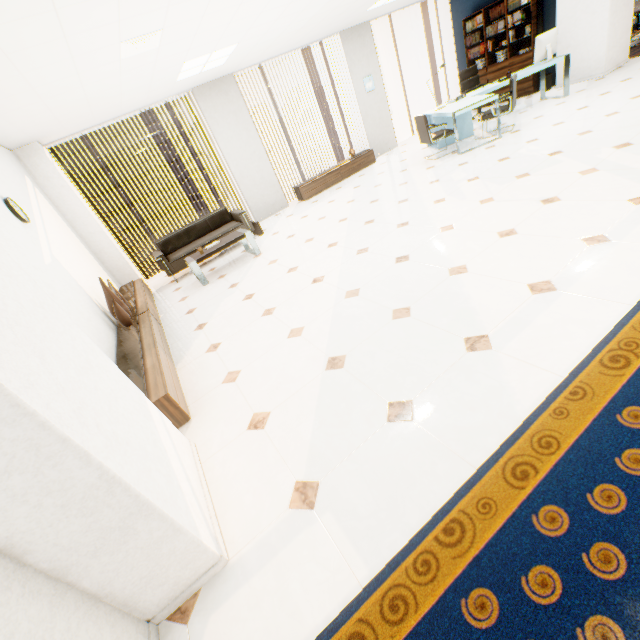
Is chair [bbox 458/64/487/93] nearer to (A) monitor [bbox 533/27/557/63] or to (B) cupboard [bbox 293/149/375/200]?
(A) monitor [bbox 533/27/557/63]

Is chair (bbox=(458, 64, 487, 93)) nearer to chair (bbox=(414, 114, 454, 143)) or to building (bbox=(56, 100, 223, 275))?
chair (bbox=(414, 114, 454, 143))

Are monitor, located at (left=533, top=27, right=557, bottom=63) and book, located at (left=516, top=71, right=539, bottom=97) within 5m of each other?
yes

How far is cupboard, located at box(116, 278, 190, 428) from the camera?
2.6 meters

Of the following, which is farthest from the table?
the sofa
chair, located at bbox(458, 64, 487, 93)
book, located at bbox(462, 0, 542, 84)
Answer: book, located at bbox(462, 0, 542, 84)

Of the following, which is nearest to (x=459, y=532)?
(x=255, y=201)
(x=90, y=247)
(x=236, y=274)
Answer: (x=236, y=274)

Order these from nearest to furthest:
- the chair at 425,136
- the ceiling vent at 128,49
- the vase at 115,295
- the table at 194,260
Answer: the ceiling vent at 128,49 → the vase at 115,295 → the table at 194,260 → the chair at 425,136

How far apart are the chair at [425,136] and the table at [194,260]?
4.03m
